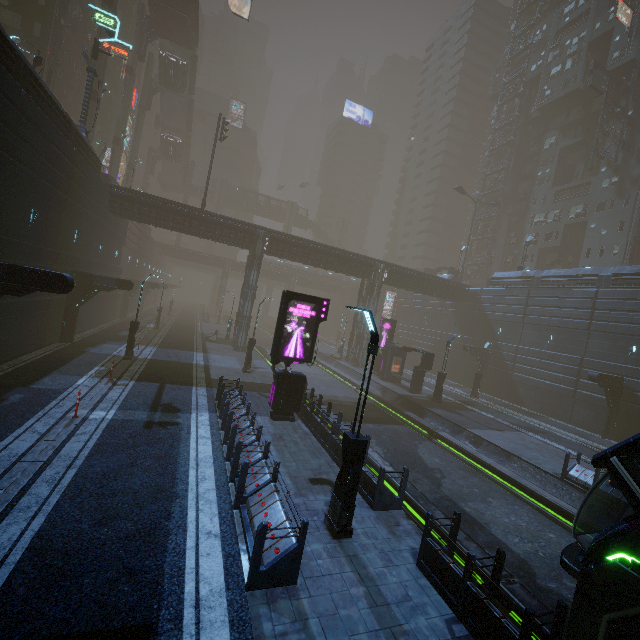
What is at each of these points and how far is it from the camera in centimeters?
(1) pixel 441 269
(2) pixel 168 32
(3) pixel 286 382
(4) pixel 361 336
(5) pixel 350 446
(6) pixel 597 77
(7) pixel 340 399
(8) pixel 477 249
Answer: (1) building, 5088cm
(2) building structure, 4197cm
(3) sign, 1495cm
(4) building, 3603cm
(5) street light, 778cm
(6) sign, 3950cm
(7) train rail, 2527cm
(8) building, 5938cm

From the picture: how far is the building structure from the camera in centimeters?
4062cm

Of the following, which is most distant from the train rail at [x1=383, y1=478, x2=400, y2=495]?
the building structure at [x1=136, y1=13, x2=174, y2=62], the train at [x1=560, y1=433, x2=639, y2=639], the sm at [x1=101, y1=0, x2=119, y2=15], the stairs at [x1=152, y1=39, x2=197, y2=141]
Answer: the building structure at [x1=136, y1=13, x2=174, y2=62]

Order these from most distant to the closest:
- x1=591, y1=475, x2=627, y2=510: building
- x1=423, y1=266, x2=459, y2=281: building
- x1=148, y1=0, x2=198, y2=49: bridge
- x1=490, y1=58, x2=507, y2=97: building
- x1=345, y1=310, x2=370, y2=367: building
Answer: x1=490, y1=58, x2=507, y2=97: building < x1=423, y1=266, x2=459, y2=281: building < x1=148, y1=0, x2=198, y2=49: bridge < x1=345, y1=310, x2=370, y2=367: building < x1=591, y1=475, x2=627, y2=510: building

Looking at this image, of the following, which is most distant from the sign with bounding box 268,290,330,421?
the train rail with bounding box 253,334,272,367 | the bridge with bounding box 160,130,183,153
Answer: the bridge with bounding box 160,130,183,153

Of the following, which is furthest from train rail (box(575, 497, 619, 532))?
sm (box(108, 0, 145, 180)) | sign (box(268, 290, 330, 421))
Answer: sm (box(108, 0, 145, 180))

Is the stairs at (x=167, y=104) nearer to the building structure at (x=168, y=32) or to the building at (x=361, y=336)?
the building structure at (x=168, y=32)

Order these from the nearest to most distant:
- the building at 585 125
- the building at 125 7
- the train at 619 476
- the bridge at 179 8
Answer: the train at 619 476, the building at 585 125, the bridge at 179 8, the building at 125 7
